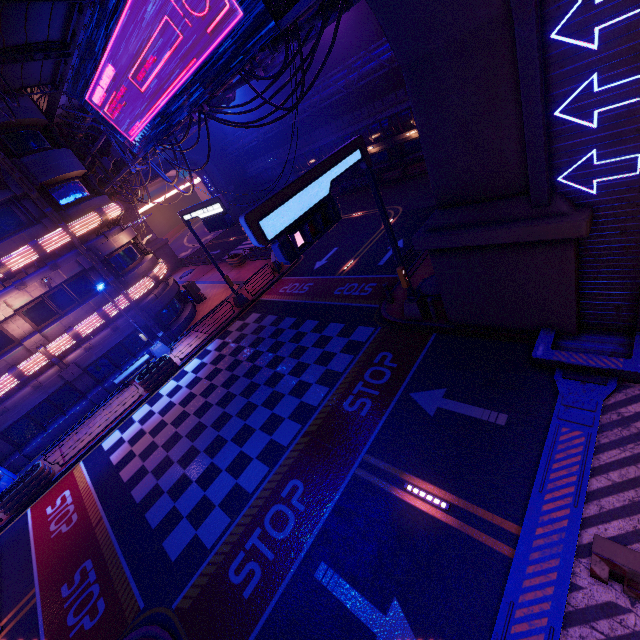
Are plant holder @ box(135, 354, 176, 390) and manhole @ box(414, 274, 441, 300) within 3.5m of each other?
no

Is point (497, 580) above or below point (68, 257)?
below

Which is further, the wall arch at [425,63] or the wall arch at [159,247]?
the wall arch at [159,247]

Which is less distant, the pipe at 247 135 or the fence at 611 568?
the fence at 611 568

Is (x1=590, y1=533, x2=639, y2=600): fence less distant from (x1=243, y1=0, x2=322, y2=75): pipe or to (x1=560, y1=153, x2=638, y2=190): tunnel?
(x1=560, y1=153, x2=638, y2=190): tunnel

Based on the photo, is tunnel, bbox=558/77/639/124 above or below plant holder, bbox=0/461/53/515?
above

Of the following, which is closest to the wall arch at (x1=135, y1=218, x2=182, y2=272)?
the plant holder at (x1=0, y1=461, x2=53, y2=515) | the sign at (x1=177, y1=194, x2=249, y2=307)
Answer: the sign at (x1=177, y1=194, x2=249, y2=307)

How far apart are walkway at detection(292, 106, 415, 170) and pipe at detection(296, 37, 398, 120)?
2.8m
